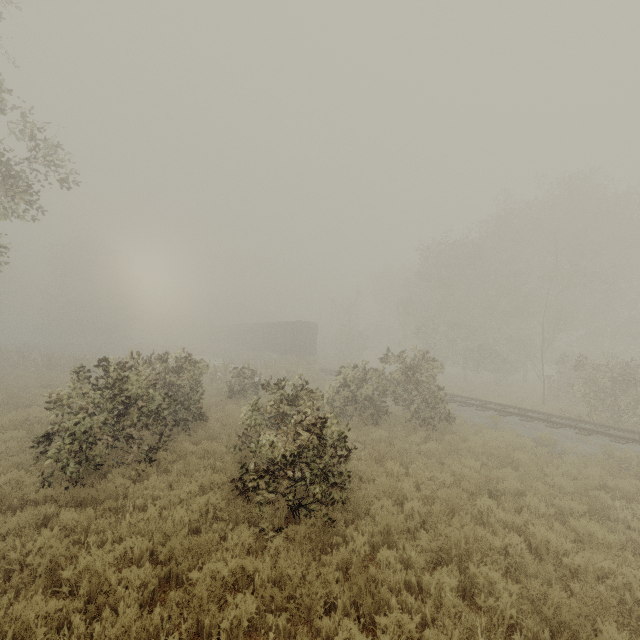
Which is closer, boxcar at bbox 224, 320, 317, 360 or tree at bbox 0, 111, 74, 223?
tree at bbox 0, 111, 74, 223

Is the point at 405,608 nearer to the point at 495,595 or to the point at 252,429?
the point at 495,595

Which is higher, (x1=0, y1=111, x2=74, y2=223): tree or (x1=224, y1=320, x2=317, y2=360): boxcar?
(x1=0, y1=111, x2=74, y2=223): tree

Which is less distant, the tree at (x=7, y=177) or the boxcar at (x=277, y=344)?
the tree at (x=7, y=177)

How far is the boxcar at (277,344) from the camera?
34.9 meters

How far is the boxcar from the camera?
34.9 meters
